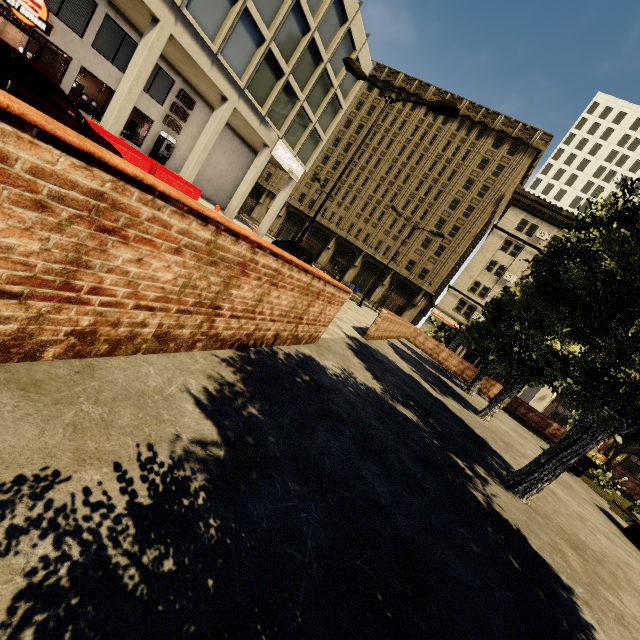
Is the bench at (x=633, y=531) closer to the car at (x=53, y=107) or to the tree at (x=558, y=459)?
the tree at (x=558, y=459)

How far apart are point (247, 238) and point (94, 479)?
1.9 meters

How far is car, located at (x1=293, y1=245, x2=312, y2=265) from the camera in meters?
20.6

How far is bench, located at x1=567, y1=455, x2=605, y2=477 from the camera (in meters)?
11.98

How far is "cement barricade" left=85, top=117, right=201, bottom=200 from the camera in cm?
1092

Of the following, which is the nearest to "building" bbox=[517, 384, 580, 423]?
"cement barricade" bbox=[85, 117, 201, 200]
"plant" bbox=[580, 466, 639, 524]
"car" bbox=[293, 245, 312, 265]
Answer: "cement barricade" bbox=[85, 117, 201, 200]

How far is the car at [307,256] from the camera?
20.6m

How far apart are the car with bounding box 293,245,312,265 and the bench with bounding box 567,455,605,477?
16.3m
